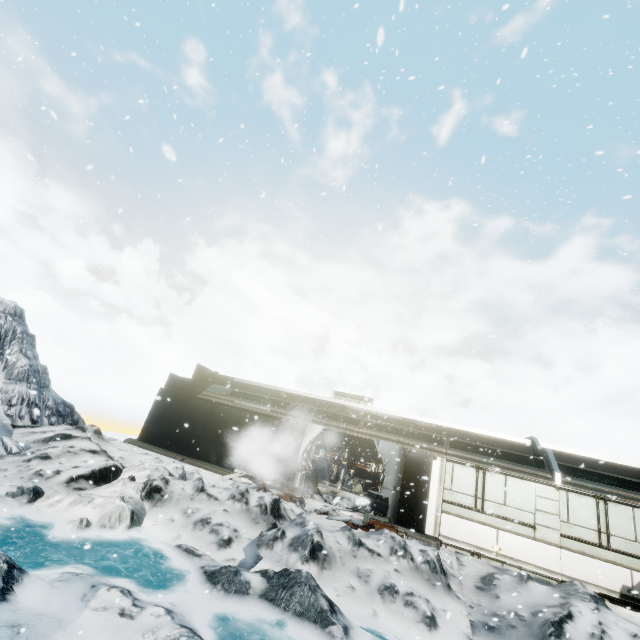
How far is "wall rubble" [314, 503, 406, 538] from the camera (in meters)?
10.42

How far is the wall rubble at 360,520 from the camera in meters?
10.4

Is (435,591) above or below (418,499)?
below
